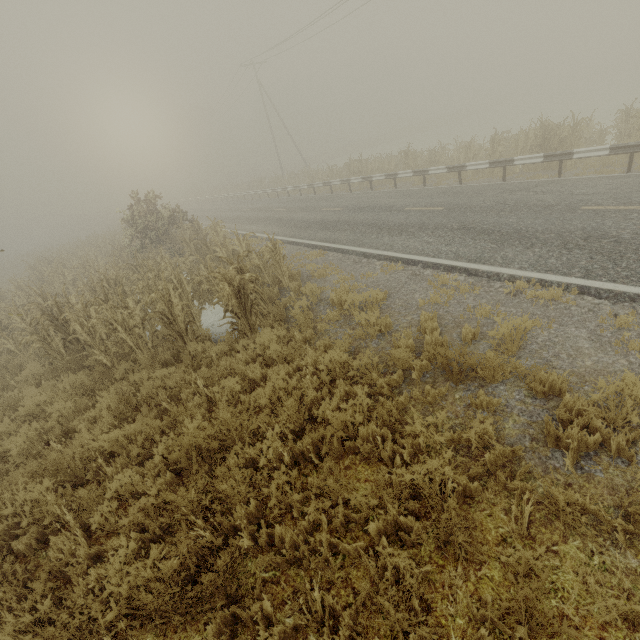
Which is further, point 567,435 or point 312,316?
point 312,316

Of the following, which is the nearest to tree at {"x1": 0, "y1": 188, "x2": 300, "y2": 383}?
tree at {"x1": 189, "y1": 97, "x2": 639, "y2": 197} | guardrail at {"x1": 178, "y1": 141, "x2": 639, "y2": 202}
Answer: tree at {"x1": 189, "y1": 97, "x2": 639, "y2": 197}

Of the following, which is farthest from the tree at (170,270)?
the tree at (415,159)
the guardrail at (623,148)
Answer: the guardrail at (623,148)

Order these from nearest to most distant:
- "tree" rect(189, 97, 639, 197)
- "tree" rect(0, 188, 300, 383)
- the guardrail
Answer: "tree" rect(0, 188, 300, 383) → the guardrail → "tree" rect(189, 97, 639, 197)

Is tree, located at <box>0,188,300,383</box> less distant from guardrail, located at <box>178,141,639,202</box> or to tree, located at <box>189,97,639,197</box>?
tree, located at <box>189,97,639,197</box>

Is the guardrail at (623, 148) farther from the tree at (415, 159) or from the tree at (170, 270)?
the tree at (170, 270)
